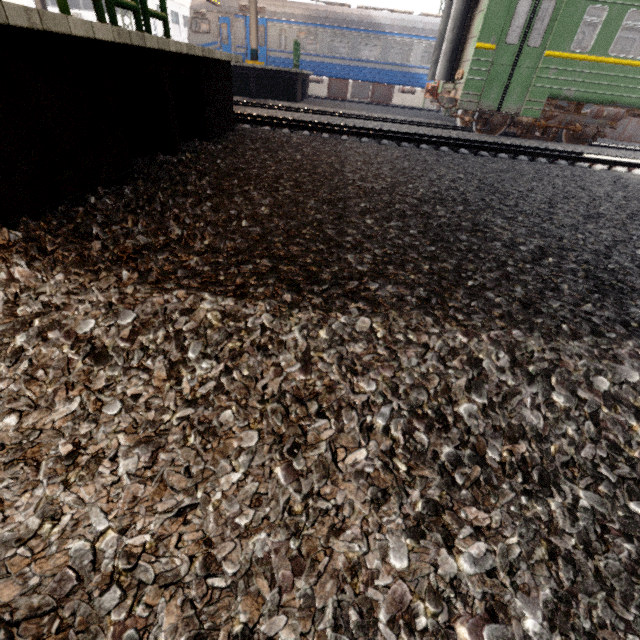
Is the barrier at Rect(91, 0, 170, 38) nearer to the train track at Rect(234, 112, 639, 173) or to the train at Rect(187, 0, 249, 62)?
the train track at Rect(234, 112, 639, 173)

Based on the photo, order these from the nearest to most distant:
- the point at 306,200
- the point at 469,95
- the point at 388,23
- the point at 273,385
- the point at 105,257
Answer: the point at 273,385
the point at 105,257
the point at 306,200
the point at 469,95
the point at 388,23

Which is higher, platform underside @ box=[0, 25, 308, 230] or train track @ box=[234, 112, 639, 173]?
platform underside @ box=[0, 25, 308, 230]

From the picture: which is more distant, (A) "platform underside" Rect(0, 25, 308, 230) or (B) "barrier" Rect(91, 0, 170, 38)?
(B) "barrier" Rect(91, 0, 170, 38)

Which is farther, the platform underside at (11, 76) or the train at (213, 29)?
the train at (213, 29)

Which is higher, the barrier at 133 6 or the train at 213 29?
the train at 213 29

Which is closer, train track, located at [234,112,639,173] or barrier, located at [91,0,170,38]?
barrier, located at [91,0,170,38]

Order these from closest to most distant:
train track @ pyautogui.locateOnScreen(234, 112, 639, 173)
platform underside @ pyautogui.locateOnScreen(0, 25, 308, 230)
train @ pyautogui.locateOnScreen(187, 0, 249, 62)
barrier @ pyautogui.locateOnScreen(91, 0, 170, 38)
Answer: platform underside @ pyautogui.locateOnScreen(0, 25, 308, 230) < barrier @ pyautogui.locateOnScreen(91, 0, 170, 38) < train track @ pyautogui.locateOnScreen(234, 112, 639, 173) < train @ pyautogui.locateOnScreen(187, 0, 249, 62)
